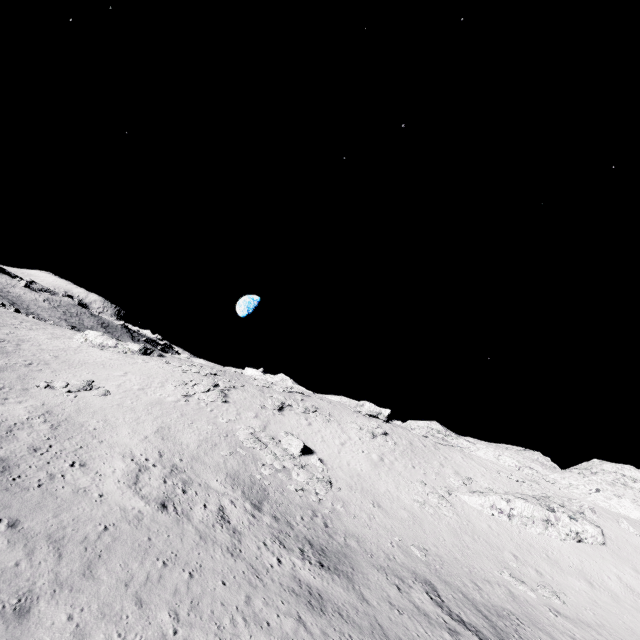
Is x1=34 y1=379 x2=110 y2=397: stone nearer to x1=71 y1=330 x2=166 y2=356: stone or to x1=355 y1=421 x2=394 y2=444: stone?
x1=71 y1=330 x2=166 y2=356: stone

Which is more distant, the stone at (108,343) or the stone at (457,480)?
the stone at (108,343)

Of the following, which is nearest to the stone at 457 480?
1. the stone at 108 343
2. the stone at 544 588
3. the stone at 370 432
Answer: the stone at 370 432

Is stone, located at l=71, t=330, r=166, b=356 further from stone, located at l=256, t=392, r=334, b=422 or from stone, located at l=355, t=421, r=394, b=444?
stone, located at l=355, t=421, r=394, b=444

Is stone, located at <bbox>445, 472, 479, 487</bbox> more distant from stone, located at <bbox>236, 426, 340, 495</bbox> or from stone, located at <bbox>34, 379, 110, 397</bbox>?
stone, located at <bbox>34, 379, 110, 397</bbox>

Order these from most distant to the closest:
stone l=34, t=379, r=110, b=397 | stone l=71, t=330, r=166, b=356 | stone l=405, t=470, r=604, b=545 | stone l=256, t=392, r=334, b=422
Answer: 1. stone l=71, t=330, r=166, b=356
2. stone l=256, t=392, r=334, b=422
3. stone l=405, t=470, r=604, b=545
4. stone l=34, t=379, r=110, b=397

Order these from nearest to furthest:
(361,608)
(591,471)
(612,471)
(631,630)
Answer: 1. (361,608)
2. (631,630)
3. (612,471)
4. (591,471)

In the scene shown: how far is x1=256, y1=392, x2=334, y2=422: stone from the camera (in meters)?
38.72
